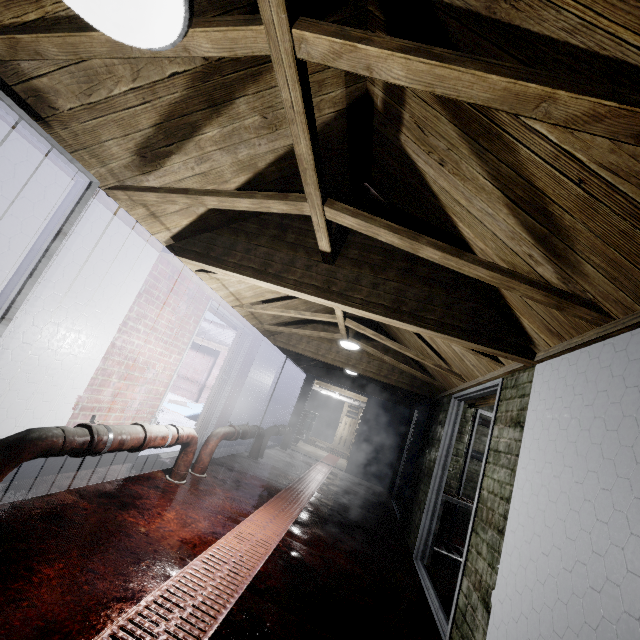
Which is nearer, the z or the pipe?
the z

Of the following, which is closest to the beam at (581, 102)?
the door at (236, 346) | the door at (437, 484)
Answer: the door at (437, 484)

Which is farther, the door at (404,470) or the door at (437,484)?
the door at (404,470)

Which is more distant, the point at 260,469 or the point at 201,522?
the point at 260,469

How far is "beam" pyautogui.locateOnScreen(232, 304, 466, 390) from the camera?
3.8 meters

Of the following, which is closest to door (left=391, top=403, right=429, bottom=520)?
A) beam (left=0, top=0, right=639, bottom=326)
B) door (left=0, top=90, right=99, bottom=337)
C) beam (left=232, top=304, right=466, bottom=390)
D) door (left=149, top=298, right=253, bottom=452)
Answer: beam (left=232, top=304, right=466, bottom=390)

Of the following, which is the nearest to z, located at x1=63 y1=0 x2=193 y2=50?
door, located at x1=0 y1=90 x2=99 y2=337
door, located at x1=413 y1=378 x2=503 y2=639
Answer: door, located at x1=0 y1=90 x2=99 y2=337

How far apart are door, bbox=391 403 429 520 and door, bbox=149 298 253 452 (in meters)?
3.35
